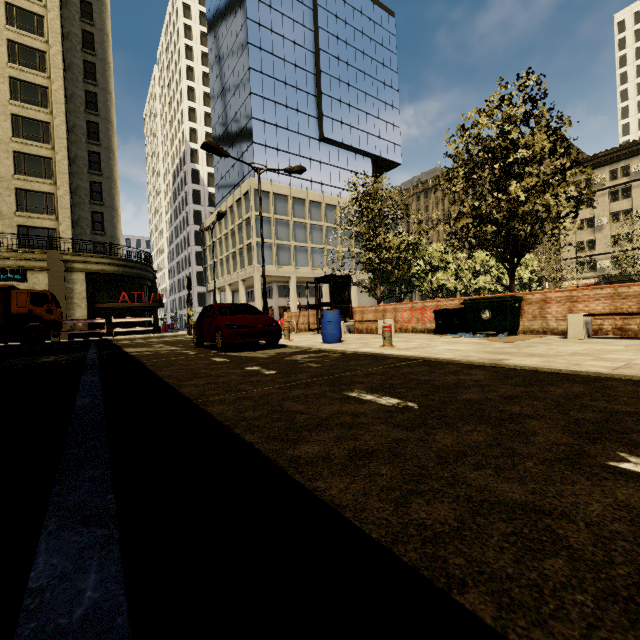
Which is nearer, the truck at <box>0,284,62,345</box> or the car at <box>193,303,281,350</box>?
the car at <box>193,303,281,350</box>

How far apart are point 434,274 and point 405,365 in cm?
2114

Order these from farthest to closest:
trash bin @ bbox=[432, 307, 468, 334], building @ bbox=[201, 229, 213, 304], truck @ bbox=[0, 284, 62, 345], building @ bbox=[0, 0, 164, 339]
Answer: building @ bbox=[201, 229, 213, 304]
building @ bbox=[0, 0, 164, 339]
truck @ bbox=[0, 284, 62, 345]
trash bin @ bbox=[432, 307, 468, 334]

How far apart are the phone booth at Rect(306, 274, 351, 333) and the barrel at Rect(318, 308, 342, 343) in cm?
444

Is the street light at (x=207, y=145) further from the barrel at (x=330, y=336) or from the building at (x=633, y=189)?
the building at (x=633, y=189)

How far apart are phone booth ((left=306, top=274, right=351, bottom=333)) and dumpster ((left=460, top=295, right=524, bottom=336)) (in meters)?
6.03

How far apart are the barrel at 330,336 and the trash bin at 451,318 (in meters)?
3.57

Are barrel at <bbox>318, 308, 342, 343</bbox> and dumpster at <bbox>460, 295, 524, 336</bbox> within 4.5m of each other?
yes
